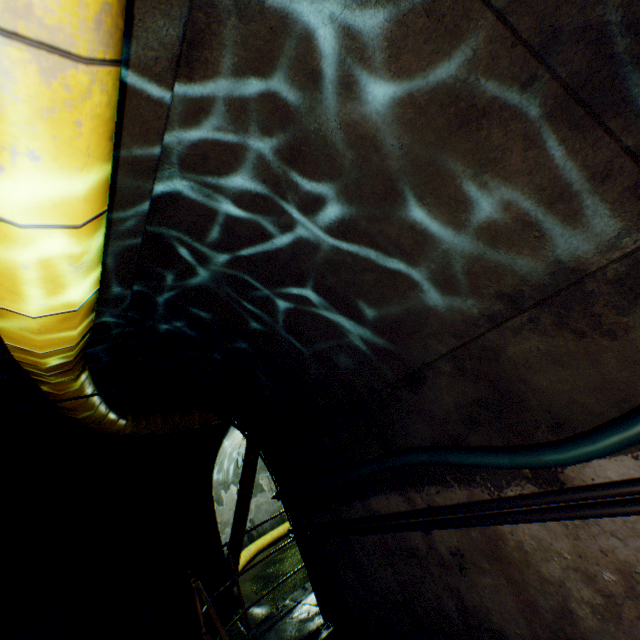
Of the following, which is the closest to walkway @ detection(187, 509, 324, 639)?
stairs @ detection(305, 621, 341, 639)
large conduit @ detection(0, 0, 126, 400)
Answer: stairs @ detection(305, 621, 341, 639)

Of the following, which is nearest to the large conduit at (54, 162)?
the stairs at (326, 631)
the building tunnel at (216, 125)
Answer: the building tunnel at (216, 125)

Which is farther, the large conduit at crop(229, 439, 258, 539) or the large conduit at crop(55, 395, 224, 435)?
the large conduit at crop(229, 439, 258, 539)

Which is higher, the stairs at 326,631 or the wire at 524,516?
the wire at 524,516

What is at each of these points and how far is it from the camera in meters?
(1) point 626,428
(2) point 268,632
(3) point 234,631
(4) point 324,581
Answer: (1) cable, 1.7
(2) walkway, 4.6
(3) building tunnel, 6.9
(4) building tunnel, 4.2

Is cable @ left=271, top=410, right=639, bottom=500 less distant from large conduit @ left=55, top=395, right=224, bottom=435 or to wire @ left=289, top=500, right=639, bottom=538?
wire @ left=289, top=500, right=639, bottom=538

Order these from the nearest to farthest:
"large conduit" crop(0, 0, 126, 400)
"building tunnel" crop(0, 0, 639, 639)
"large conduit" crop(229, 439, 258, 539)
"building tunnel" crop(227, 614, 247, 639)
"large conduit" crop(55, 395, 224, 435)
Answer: "large conduit" crop(0, 0, 126, 400)
"building tunnel" crop(0, 0, 639, 639)
"large conduit" crop(55, 395, 224, 435)
"building tunnel" crop(227, 614, 247, 639)
"large conduit" crop(229, 439, 258, 539)

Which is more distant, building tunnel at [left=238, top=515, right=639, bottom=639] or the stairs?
the stairs
